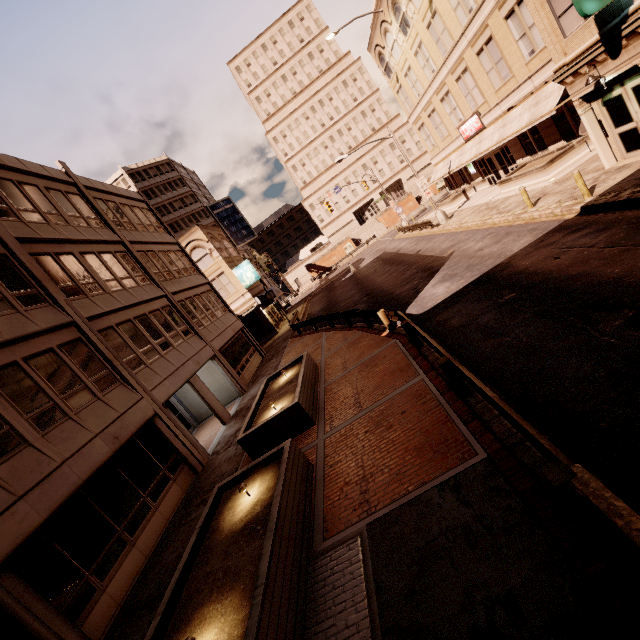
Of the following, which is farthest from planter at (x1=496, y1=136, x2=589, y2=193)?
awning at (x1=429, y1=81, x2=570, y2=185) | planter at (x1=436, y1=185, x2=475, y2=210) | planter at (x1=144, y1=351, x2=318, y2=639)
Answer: planter at (x1=144, y1=351, x2=318, y2=639)

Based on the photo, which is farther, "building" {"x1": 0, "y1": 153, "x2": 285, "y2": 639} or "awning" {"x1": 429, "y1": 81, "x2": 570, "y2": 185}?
"awning" {"x1": 429, "y1": 81, "x2": 570, "y2": 185}

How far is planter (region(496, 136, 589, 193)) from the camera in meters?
17.9

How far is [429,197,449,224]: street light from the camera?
27.9 meters

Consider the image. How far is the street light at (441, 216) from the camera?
27.88m

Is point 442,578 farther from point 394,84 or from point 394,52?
point 394,84

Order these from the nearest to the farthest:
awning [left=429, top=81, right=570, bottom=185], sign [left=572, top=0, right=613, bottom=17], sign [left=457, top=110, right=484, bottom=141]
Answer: sign [left=572, top=0, right=613, bottom=17], awning [left=429, top=81, right=570, bottom=185], sign [left=457, top=110, right=484, bottom=141]

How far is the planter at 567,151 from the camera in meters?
17.9 m
